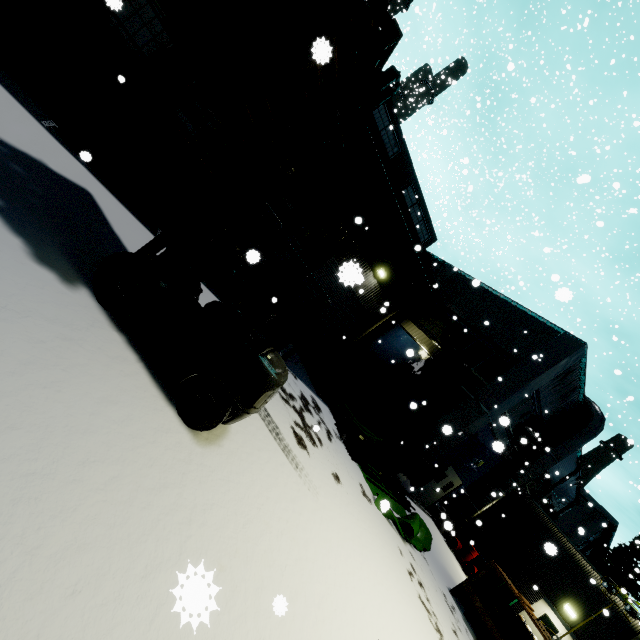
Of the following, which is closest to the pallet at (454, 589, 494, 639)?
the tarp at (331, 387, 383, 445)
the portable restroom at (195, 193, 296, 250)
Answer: the tarp at (331, 387, 383, 445)

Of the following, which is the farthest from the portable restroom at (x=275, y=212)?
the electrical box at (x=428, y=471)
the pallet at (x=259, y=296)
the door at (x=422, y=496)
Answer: the door at (x=422, y=496)

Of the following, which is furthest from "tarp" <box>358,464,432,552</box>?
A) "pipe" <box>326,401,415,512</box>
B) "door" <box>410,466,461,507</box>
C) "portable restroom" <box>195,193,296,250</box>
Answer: "portable restroom" <box>195,193,296,250</box>

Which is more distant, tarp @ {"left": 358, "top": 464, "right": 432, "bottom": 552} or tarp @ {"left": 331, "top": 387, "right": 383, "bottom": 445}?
tarp @ {"left": 331, "top": 387, "right": 383, "bottom": 445}

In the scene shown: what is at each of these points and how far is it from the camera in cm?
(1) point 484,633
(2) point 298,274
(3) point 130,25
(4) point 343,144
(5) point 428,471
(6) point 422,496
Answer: (1) pallet, 966
(2) building, 1572
(3) building, 962
(4) pallet, 483
(5) electrical box, 1486
(6) door, 1683

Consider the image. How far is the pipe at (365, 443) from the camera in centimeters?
1041cm

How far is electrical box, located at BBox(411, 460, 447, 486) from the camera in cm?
1462

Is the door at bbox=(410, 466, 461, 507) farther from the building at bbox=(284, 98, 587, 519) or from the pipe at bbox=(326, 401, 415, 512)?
the pipe at bbox=(326, 401, 415, 512)
